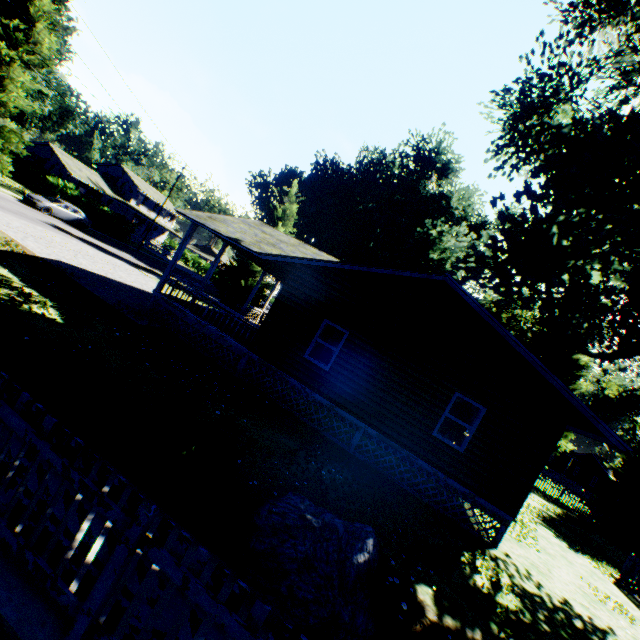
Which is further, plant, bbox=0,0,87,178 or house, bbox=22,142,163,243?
house, bbox=22,142,163,243

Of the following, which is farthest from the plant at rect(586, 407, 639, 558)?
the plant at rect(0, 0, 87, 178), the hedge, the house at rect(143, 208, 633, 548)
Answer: the plant at rect(0, 0, 87, 178)

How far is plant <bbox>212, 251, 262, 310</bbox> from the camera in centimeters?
2898cm

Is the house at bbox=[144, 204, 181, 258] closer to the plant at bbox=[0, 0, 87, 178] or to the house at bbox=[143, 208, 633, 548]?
the plant at bbox=[0, 0, 87, 178]

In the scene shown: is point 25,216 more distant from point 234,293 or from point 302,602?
point 302,602

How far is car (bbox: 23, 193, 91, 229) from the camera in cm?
2570

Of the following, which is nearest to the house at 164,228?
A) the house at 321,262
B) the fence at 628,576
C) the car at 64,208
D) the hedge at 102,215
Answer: the hedge at 102,215

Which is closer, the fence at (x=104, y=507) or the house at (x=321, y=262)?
the fence at (x=104, y=507)
